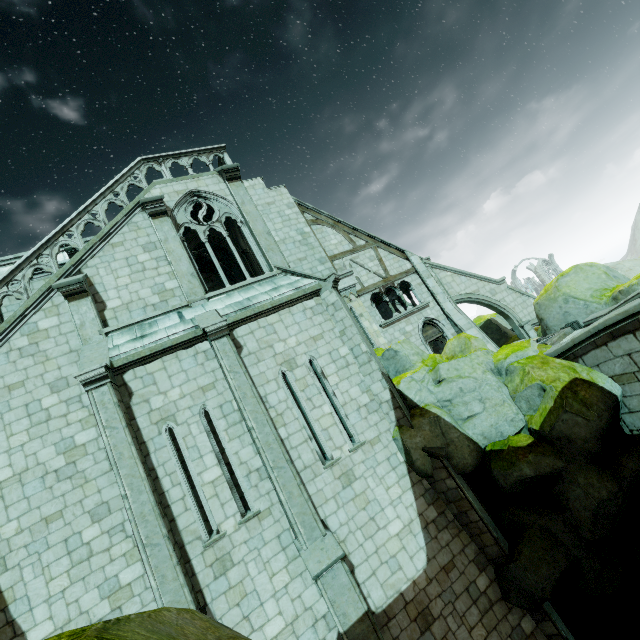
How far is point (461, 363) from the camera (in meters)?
10.31

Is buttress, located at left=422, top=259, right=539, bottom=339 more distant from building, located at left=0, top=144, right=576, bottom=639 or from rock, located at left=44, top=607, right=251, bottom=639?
rock, located at left=44, top=607, right=251, bottom=639

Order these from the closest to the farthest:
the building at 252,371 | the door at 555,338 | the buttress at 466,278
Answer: the building at 252,371 < the door at 555,338 < the buttress at 466,278

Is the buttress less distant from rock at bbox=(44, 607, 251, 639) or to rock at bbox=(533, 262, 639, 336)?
rock at bbox=(533, 262, 639, 336)

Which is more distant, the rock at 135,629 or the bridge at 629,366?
the bridge at 629,366

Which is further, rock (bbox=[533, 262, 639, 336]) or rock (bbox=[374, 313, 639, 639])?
rock (bbox=[533, 262, 639, 336])

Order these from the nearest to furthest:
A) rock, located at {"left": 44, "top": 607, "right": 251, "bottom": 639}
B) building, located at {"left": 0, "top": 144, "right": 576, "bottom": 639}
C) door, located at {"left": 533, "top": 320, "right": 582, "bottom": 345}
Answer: rock, located at {"left": 44, "top": 607, "right": 251, "bottom": 639}
building, located at {"left": 0, "top": 144, "right": 576, "bottom": 639}
door, located at {"left": 533, "top": 320, "right": 582, "bottom": 345}
